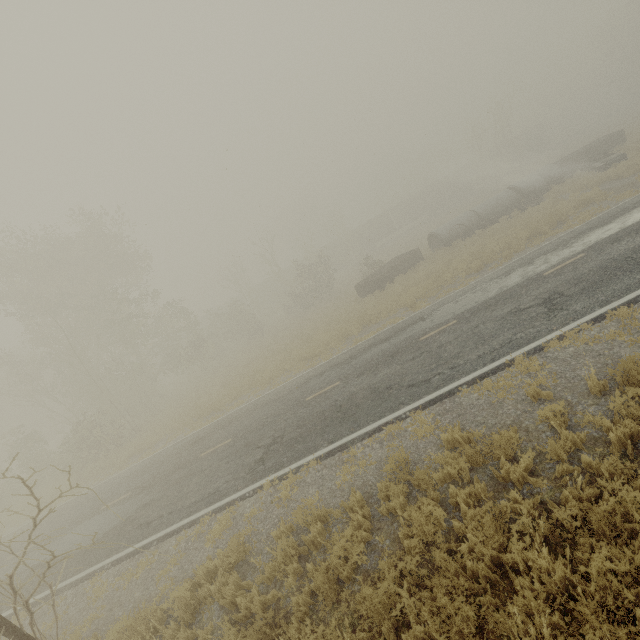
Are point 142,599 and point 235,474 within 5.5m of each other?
yes

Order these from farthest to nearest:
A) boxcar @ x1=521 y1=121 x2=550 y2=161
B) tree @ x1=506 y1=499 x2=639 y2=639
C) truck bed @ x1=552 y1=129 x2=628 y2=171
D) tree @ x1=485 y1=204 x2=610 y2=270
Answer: boxcar @ x1=521 y1=121 x2=550 y2=161, truck bed @ x1=552 y1=129 x2=628 y2=171, tree @ x1=485 y1=204 x2=610 y2=270, tree @ x1=506 y1=499 x2=639 y2=639

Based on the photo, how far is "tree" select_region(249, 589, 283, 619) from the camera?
5.4m

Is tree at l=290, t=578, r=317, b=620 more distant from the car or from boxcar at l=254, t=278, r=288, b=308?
boxcar at l=254, t=278, r=288, b=308

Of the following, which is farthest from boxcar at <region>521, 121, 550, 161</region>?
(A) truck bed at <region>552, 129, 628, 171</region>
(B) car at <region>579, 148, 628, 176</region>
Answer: (B) car at <region>579, 148, 628, 176</region>

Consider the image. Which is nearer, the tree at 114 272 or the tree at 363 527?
the tree at 363 527

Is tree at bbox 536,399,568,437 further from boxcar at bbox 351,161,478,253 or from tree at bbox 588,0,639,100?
tree at bbox 588,0,639,100

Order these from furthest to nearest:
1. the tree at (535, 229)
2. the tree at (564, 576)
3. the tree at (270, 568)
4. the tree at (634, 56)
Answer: the tree at (634, 56) → the tree at (535, 229) → the tree at (270, 568) → the tree at (564, 576)
